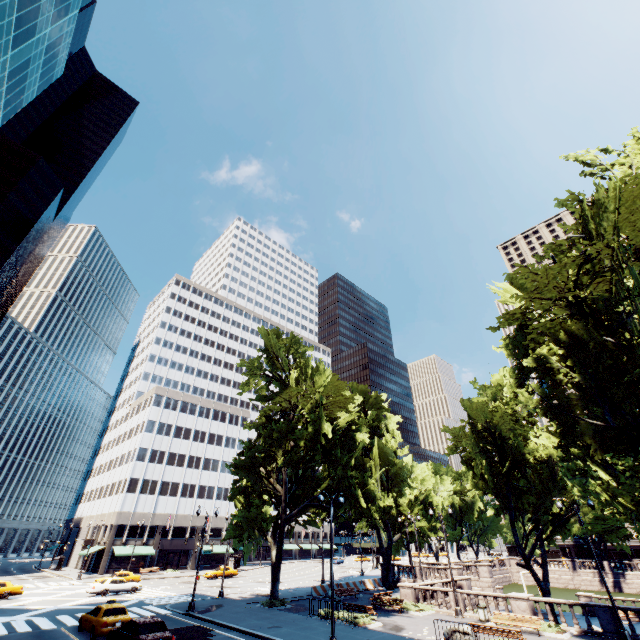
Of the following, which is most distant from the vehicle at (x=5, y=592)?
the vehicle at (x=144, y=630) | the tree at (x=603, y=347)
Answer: the vehicle at (x=144, y=630)

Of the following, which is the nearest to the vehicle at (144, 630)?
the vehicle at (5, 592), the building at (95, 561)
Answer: the vehicle at (5, 592)

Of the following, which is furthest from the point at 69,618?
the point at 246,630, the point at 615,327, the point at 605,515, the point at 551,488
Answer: the point at 551,488

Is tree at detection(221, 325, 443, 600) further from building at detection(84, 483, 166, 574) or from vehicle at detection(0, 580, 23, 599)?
vehicle at detection(0, 580, 23, 599)

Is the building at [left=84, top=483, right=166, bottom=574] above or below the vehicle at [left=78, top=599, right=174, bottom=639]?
above

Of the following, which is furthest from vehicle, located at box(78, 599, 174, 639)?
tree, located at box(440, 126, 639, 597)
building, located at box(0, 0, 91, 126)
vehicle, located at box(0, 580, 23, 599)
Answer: vehicle, located at box(0, 580, 23, 599)

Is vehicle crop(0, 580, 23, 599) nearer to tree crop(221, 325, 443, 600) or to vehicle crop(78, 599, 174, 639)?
Answer: tree crop(221, 325, 443, 600)

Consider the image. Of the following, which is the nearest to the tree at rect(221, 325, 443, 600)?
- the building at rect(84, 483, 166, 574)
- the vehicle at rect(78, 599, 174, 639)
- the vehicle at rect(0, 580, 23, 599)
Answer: the building at rect(84, 483, 166, 574)
